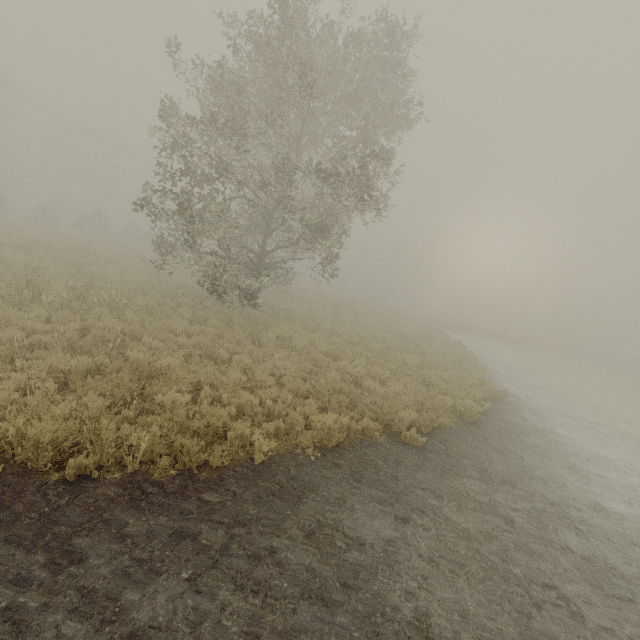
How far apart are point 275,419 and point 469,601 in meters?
4.5 m
